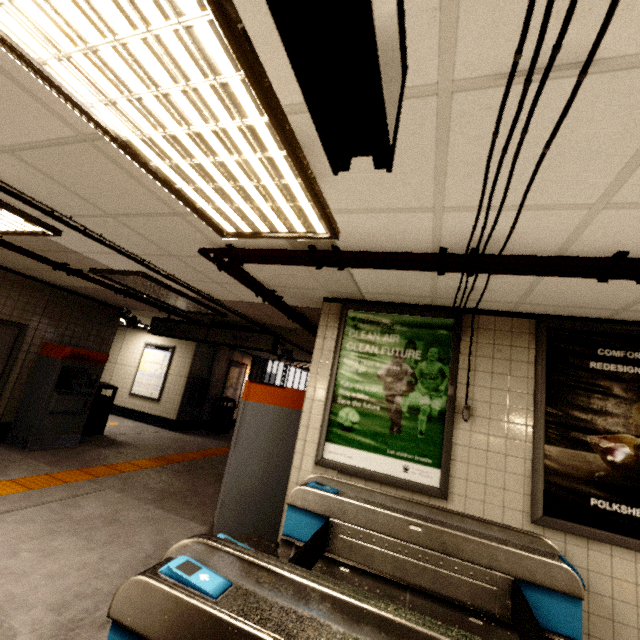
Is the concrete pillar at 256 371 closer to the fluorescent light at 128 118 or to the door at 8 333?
the door at 8 333

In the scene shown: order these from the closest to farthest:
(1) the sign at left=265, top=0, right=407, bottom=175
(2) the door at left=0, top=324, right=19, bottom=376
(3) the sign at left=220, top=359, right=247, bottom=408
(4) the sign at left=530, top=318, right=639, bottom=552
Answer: (1) the sign at left=265, top=0, right=407, bottom=175 < (4) the sign at left=530, top=318, right=639, bottom=552 < (2) the door at left=0, top=324, right=19, bottom=376 < (3) the sign at left=220, top=359, right=247, bottom=408

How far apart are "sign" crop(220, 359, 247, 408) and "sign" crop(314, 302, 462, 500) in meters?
9.1 m

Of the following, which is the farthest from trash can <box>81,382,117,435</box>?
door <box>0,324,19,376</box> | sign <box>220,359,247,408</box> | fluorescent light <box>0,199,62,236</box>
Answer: fluorescent light <box>0,199,62,236</box>

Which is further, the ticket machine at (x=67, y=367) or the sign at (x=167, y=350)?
the sign at (x=167, y=350)

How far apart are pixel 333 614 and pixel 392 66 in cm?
192

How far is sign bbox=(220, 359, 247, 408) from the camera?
11.9 meters

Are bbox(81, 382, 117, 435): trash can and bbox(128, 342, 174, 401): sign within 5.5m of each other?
yes
